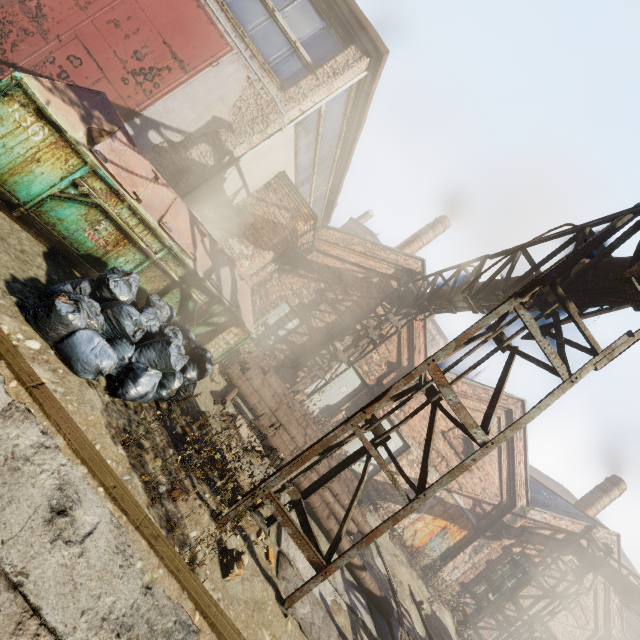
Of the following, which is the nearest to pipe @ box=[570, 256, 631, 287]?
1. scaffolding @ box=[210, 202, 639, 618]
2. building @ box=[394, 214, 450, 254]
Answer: scaffolding @ box=[210, 202, 639, 618]

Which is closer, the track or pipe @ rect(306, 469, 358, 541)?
the track

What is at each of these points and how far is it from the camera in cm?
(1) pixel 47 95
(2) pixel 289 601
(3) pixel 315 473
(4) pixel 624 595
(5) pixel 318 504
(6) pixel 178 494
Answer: (1) trash container, 359
(2) scaffolding, 379
(3) pipe, 767
(4) pipe, 1113
(5) pipe, 668
(6) instancedfoliageactor, 353

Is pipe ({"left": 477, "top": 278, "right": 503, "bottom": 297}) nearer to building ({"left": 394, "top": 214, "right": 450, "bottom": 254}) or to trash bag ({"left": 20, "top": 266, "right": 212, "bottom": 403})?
trash bag ({"left": 20, "top": 266, "right": 212, "bottom": 403})

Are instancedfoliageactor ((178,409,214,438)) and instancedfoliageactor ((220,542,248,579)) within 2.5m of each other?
yes

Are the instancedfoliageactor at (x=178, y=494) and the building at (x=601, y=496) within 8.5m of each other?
no

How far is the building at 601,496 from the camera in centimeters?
1562cm

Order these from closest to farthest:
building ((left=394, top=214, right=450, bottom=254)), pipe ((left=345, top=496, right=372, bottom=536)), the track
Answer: the track, pipe ((left=345, top=496, right=372, bottom=536)), building ((left=394, top=214, right=450, bottom=254))
